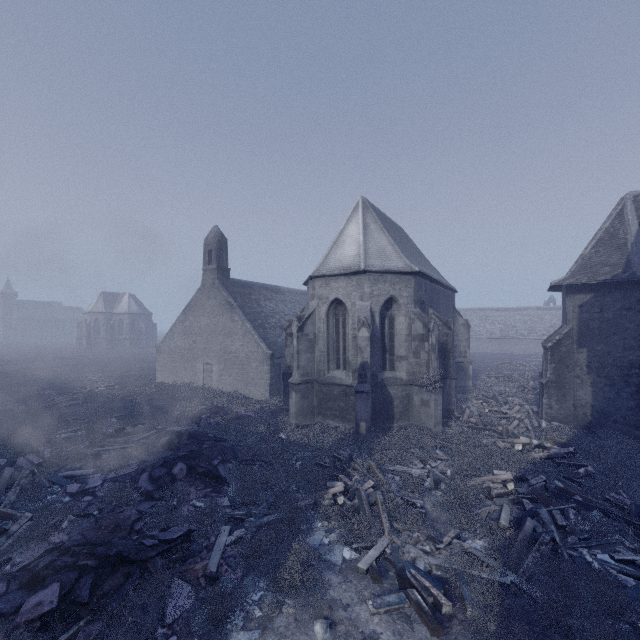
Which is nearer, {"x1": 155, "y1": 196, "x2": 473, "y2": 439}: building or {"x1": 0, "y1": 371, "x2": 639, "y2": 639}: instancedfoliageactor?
{"x1": 0, "y1": 371, "x2": 639, "y2": 639}: instancedfoliageactor

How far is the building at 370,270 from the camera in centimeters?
1480cm

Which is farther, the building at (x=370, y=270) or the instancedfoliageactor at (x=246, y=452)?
the building at (x=370, y=270)

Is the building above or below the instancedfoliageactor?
above

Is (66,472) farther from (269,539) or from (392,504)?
(392,504)

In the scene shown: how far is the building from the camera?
14.8 meters
